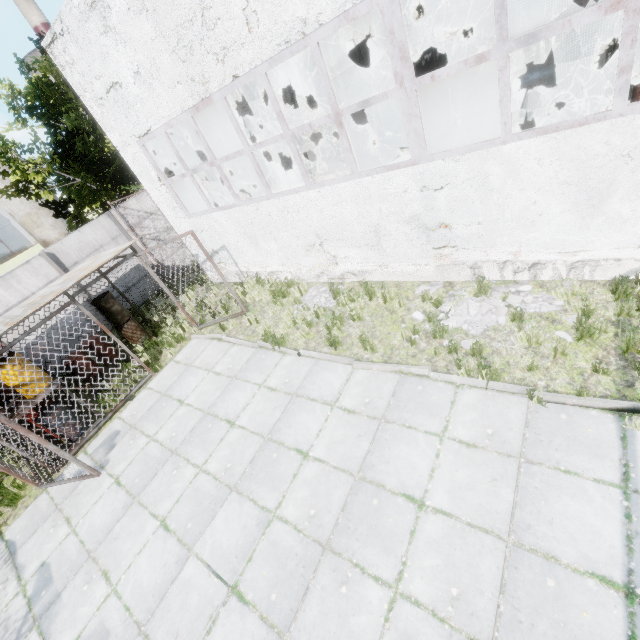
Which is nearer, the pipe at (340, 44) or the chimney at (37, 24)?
the pipe at (340, 44)

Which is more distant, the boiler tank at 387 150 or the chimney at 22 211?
the chimney at 22 211

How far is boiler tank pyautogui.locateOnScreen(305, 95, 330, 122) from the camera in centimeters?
1188cm

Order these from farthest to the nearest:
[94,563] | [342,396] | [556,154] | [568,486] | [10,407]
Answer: [10,407], [342,396], [94,563], [556,154], [568,486]

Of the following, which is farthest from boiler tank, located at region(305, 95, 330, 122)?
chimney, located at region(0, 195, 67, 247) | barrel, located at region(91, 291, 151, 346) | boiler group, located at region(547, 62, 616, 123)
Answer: chimney, located at region(0, 195, 67, 247)

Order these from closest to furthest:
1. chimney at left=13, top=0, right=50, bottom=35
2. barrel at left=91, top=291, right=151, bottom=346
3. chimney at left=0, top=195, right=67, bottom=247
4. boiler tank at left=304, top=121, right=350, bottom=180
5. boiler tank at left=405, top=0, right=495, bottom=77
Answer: boiler tank at left=405, top=0, right=495, bottom=77 < barrel at left=91, top=291, right=151, bottom=346 < boiler tank at left=304, top=121, right=350, bottom=180 < chimney at left=0, top=195, right=67, bottom=247 < chimney at left=13, top=0, right=50, bottom=35

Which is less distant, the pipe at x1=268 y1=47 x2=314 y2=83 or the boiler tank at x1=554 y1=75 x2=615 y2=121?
the boiler tank at x1=554 y1=75 x2=615 y2=121

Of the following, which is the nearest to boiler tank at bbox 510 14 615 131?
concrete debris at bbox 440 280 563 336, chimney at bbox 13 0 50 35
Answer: concrete debris at bbox 440 280 563 336
